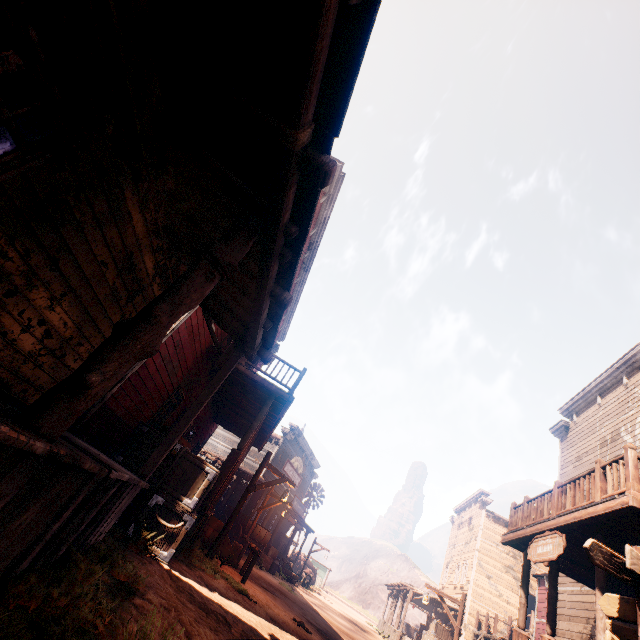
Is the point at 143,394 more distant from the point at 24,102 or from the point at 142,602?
the point at 24,102

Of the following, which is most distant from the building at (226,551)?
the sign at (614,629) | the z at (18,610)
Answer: the sign at (614,629)

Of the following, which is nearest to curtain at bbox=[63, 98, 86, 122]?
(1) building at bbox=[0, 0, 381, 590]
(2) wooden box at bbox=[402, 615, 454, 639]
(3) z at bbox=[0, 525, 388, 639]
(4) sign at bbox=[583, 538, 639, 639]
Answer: (1) building at bbox=[0, 0, 381, 590]

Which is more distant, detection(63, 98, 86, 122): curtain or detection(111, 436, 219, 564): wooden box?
detection(111, 436, 219, 564): wooden box

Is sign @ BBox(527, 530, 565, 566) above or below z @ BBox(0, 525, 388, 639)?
above

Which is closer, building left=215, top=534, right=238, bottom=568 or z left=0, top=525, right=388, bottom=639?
z left=0, top=525, right=388, bottom=639

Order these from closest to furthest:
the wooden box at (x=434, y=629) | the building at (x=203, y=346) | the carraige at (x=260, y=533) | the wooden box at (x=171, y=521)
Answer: the building at (x=203, y=346), the wooden box at (x=171, y=521), the carraige at (x=260, y=533), the wooden box at (x=434, y=629)

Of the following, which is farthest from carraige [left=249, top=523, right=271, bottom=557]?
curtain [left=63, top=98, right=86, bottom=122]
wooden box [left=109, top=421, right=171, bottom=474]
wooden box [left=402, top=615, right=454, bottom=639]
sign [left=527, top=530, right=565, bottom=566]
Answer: wooden box [left=402, top=615, right=454, bottom=639]
